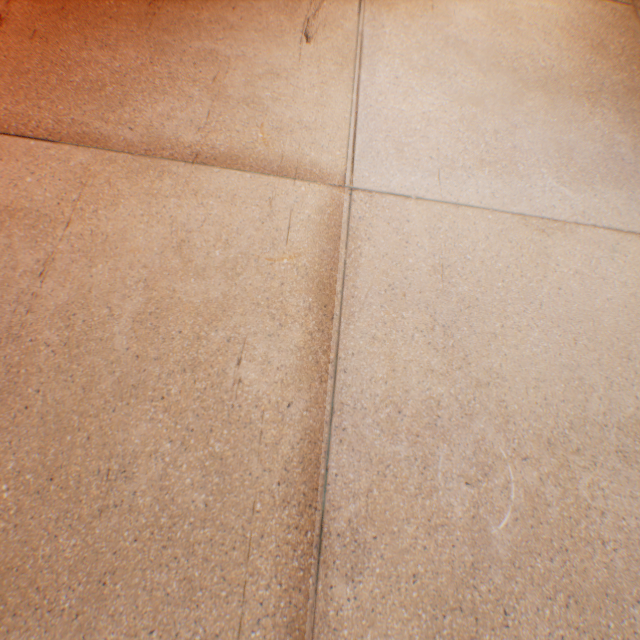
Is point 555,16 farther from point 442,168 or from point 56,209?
point 56,209
